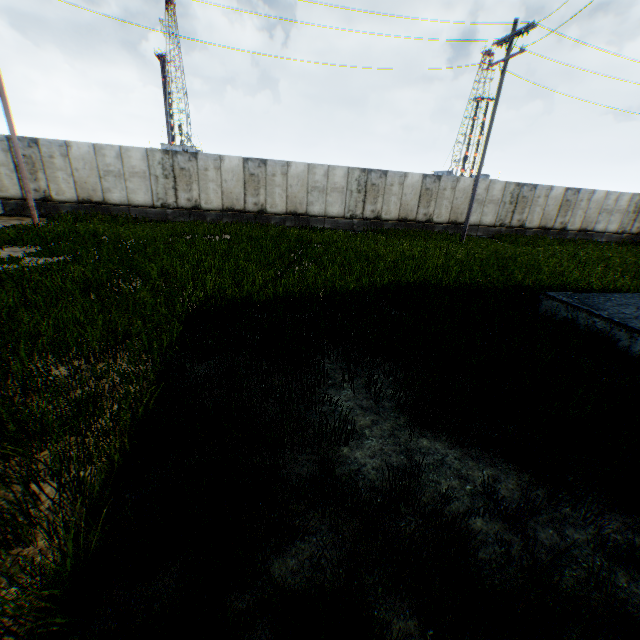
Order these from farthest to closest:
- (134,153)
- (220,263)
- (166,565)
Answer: (134,153) < (220,263) < (166,565)
